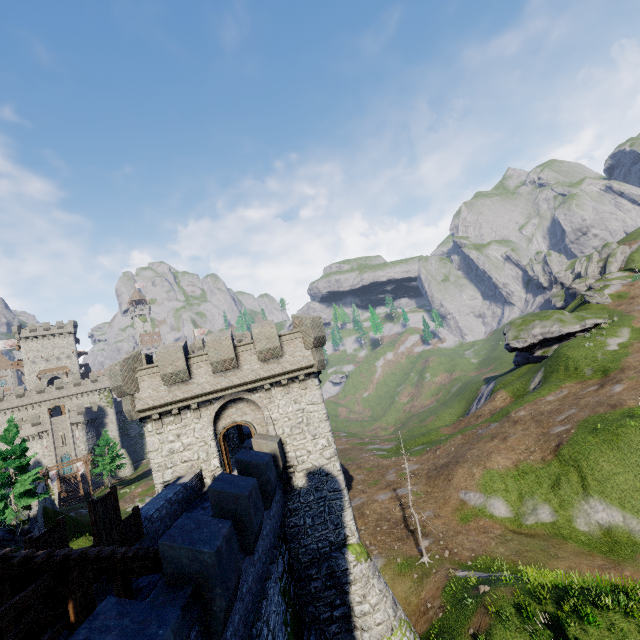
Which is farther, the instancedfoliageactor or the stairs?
the instancedfoliageactor

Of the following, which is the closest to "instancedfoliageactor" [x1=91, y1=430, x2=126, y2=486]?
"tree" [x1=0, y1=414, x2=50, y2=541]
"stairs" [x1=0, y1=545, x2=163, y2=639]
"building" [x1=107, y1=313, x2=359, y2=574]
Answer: "building" [x1=107, y1=313, x2=359, y2=574]

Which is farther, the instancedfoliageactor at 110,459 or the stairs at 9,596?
the instancedfoliageactor at 110,459

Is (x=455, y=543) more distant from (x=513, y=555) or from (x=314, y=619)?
(x=314, y=619)

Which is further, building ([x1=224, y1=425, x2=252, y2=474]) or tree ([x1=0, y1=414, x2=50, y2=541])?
tree ([x1=0, y1=414, x2=50, y2=541])

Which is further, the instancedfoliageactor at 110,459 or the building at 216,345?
the instancedfoliageactor at 110,459

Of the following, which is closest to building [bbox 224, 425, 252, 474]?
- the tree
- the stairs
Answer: the stairs
